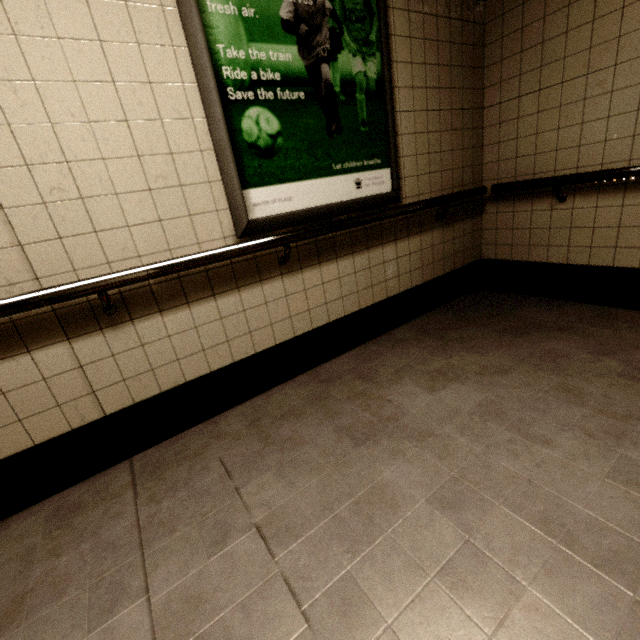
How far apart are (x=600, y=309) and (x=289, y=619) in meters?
3.0
